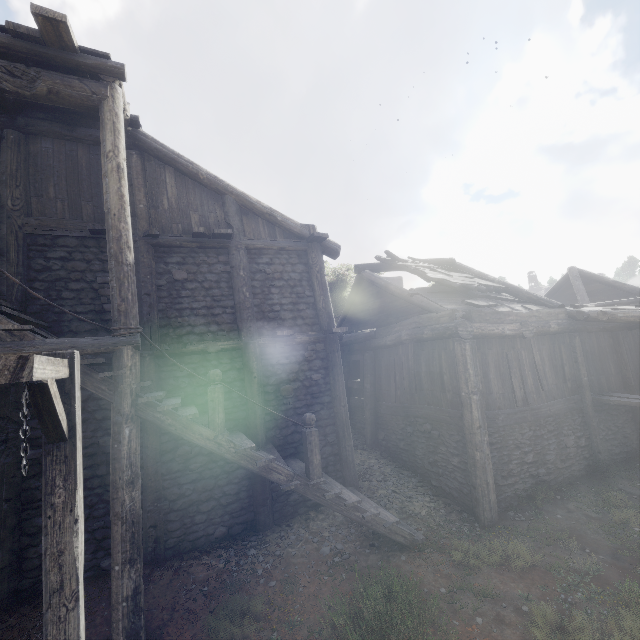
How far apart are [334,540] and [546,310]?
9.5 meters

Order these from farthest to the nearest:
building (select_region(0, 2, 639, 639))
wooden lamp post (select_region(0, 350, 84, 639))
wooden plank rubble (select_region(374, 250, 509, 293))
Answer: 1. wooden plank rubble (select_region(374, 250, 509, 293))
2. building (select_region(0, 2, 639, 639))
3. wooden lamp post (select_region(0, 350, 84, 639))

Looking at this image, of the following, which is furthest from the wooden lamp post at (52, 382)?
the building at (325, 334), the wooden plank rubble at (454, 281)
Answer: the wooden plank rubble at (454, 281)

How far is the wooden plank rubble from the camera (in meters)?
10.67

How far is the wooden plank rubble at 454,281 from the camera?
10.7 meters

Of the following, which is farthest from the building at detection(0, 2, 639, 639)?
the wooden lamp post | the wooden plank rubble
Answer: the wooden lamp post

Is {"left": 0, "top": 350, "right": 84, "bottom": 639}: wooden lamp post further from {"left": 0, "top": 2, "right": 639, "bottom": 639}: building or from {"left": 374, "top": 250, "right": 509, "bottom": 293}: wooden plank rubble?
{"left": 374, "top": 250, "right": 509, "bottom": 293}: wooden plank rubble
